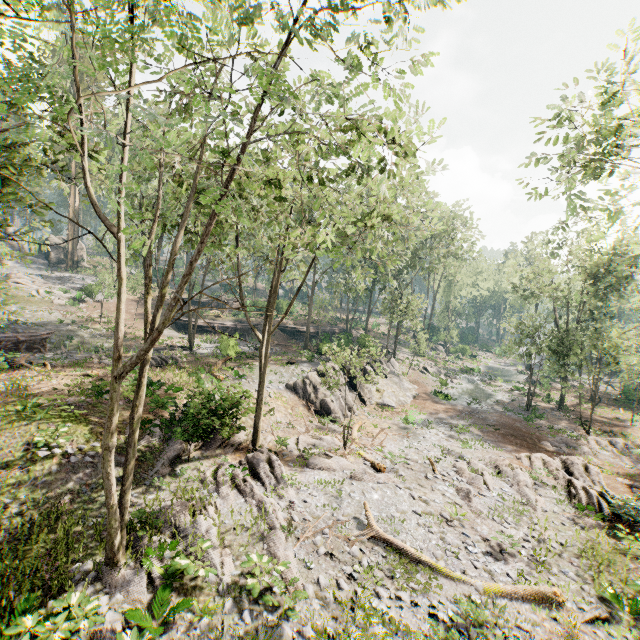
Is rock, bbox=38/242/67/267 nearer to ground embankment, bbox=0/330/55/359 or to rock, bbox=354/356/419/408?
ground embankment, bbox=0/330/55/359

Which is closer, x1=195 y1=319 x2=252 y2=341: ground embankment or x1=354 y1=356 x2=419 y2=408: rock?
x1=354 y1=356 x2=419 y2=408: rock

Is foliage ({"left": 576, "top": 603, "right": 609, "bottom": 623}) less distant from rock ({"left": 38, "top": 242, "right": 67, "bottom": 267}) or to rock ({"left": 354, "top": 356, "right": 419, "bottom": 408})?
rock ({"left": 354, "top": 356, "right": 419, "bottom": 408})

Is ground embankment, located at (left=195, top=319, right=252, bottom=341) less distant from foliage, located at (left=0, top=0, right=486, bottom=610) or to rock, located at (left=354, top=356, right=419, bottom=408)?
foliage, located at (left=0, top=0, right=486, bottom=610)

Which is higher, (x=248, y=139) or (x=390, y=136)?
(x=390, y=136)

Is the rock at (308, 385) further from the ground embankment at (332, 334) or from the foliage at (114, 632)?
the ground embankment at (332, 334)

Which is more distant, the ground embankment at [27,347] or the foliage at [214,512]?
the ground embankment at [27,347]

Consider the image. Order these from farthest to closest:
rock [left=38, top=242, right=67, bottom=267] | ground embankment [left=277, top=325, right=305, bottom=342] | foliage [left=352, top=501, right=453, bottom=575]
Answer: rock [left=38, top=242, right=67, bottom=267] < ground embankment [left=277, top=325, right=305, bottom=342] < foliage [left=352, top=501, right=453, bottom=575]
